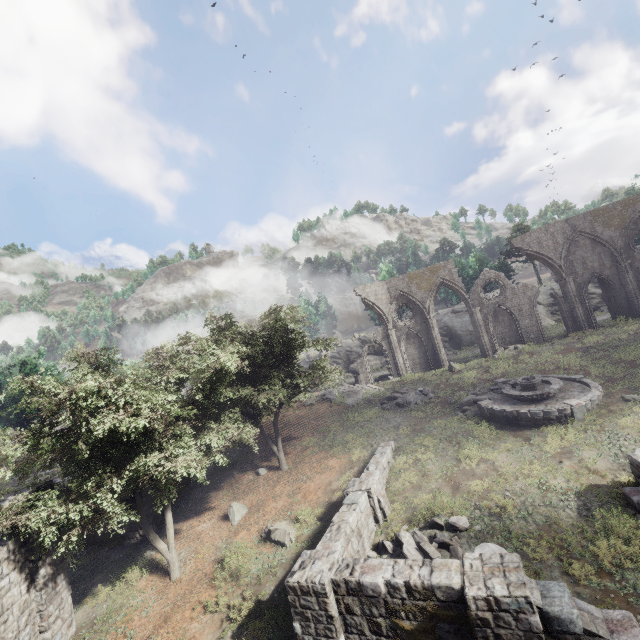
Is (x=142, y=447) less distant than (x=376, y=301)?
Yes

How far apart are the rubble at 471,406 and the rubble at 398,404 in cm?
266

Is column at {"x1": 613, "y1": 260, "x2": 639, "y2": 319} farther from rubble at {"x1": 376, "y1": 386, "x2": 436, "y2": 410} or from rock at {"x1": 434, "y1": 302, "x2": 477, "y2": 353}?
rubble at {"x1": 376, "y1": 386, "x2": 436, "y2": 410}

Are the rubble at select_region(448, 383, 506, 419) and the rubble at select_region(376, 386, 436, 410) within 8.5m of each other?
yes

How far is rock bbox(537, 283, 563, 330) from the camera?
36.8 meters

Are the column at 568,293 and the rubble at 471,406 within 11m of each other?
no

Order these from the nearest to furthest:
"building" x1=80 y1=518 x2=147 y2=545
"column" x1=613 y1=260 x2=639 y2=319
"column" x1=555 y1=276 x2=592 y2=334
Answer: "building" x1=80 y1=518 x2=147 y2=545
"column" x1=613 y1=260 x2=639 y2=319
"column" x1=555 y1=276 x2=592 y2=334

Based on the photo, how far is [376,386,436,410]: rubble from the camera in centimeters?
2320cm
